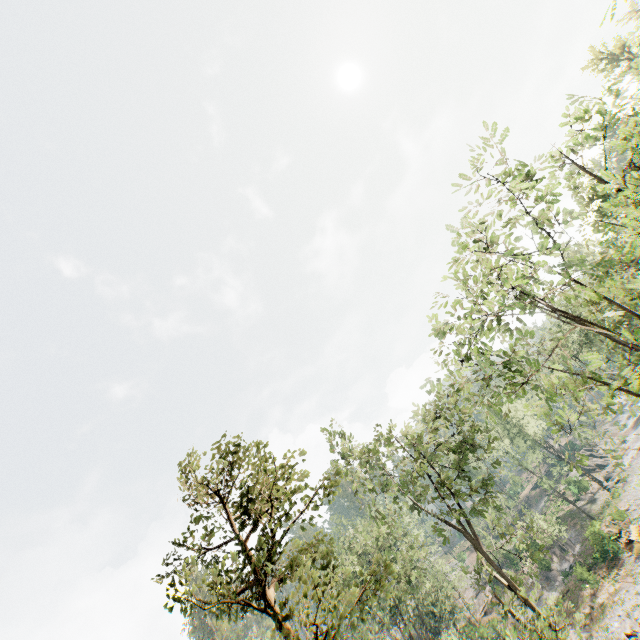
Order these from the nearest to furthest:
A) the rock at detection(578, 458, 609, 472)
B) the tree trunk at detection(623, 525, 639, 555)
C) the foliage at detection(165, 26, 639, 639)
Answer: the foliage at detection(165, 26, 639, 639), the tree trunk at detection(623, 525, 639, 555), the rock at detection(578, 458, 609, 472)

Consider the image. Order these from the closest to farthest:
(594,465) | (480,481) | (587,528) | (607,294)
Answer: (607,294) < (480,481) < (587,528) < (594,465)

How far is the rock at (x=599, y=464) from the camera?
56.0m

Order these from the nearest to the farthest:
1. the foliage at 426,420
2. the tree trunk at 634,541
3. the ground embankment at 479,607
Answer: the foliage at 426,420 → the tree trunk at 634,541 → the ground embankment at 479,607

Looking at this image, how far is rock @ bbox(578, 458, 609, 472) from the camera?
56.00m

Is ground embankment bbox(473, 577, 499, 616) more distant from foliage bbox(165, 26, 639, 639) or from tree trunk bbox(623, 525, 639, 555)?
tree trunk bbox(623, 525, 639, 555)

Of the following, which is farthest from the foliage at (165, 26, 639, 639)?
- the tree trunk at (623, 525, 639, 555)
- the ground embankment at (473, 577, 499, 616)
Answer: the tree trunk at (623, 525, 639, 555)
